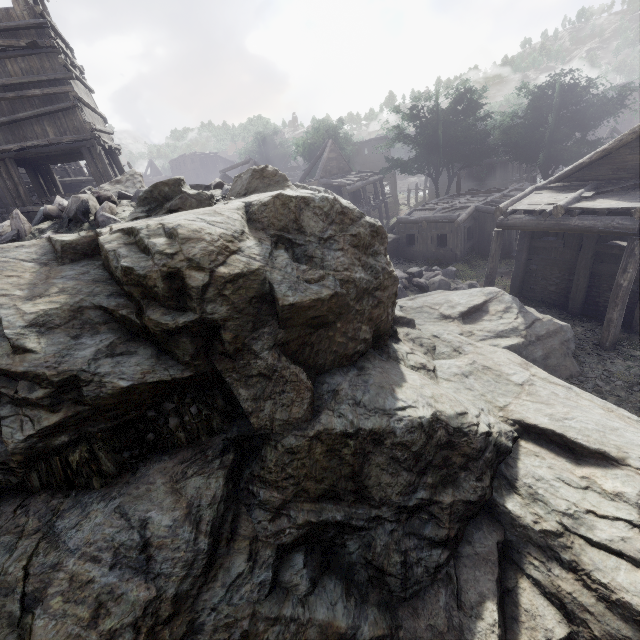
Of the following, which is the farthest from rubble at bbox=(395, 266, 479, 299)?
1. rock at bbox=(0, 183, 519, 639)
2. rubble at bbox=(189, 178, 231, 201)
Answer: rubble at bbox=(189, 178, 231, 201)

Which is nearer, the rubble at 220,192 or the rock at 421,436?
the rock at 421,436

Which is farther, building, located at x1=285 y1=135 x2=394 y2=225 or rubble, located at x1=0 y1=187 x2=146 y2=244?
building, located at x1=285 y1=135 x2=394 y2=225

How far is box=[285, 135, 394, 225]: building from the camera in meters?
28.1 m

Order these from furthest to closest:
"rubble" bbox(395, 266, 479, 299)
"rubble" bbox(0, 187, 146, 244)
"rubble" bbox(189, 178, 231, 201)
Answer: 1. "rubble" bbox(395, 266, 479, 299)
2. "rubble" bbox(189, 178, 231, 201)
3. "rubble" bbox(0, 187, 146, 244)

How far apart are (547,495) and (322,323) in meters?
4.8 m

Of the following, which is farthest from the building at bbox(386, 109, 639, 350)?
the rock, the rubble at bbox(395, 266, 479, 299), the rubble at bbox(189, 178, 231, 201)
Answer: the rubble at bbox(189, 178, 231, 201)

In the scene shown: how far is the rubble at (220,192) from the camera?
8.5m
